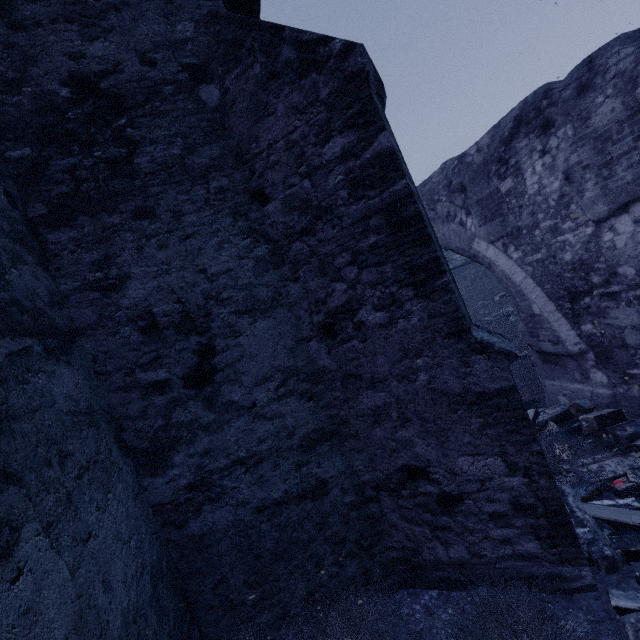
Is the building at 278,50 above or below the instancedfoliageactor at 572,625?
above

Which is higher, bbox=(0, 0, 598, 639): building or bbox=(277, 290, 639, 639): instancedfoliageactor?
bbox=(0, 0, 598, 639): building

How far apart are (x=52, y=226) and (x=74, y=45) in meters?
1.8 m
